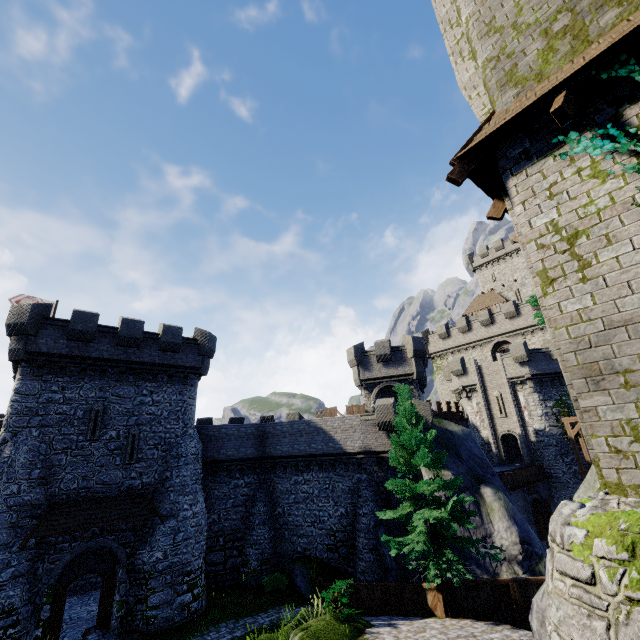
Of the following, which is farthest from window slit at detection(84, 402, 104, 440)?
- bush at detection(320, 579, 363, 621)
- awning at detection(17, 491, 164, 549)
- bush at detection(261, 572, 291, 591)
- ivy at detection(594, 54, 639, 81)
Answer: ivy at detection(594, 54, 639, 81)

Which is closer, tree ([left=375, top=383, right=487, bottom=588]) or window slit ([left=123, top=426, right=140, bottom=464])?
tree ([left=375, top=383, right=487, bottom=588])

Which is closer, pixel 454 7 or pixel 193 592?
pixel 454 7

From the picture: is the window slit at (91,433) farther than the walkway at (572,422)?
No

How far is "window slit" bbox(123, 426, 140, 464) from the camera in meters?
19.4 m

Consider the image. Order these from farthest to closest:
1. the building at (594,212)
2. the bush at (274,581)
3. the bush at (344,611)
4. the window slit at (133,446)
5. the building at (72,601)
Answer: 1. the bush at (274,581)
2. the window slit at (133,446)
3. the building at (72,601)
4. the bush at (344,611)
5. the building at (594,212)

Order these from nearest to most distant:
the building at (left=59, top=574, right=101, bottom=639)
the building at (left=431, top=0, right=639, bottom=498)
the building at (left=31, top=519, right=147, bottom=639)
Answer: the building at (left=431, top=0, right=639, bottom=498)
the building at (left=31, top=519, right=147, bottom=639)
the building at (left=59, top=574, right=101, bottom=639)

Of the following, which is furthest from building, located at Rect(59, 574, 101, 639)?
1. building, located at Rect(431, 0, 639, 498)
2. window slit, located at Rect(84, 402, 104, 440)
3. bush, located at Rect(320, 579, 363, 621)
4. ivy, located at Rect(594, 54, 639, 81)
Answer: ivy, located at Rect(594, 54, 639, 81)
